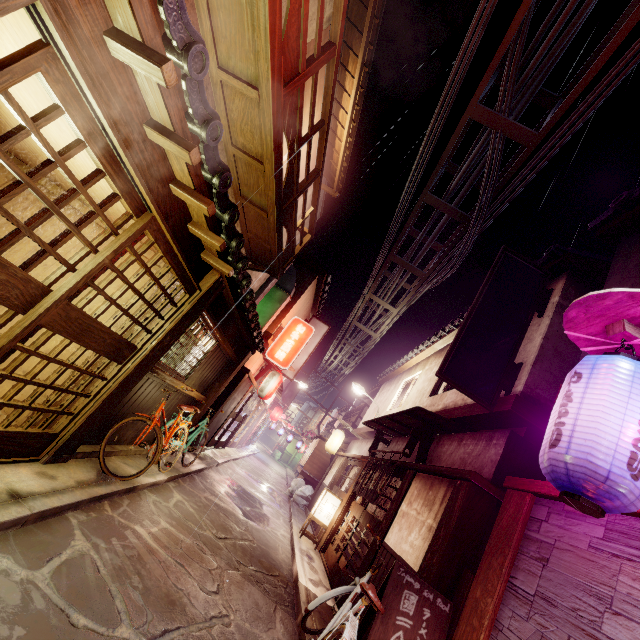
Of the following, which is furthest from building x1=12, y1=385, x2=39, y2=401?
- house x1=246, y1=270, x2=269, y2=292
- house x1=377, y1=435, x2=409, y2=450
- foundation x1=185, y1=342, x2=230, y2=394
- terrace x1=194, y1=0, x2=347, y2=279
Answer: house x1=377, y1=435, x2=409, y2=450

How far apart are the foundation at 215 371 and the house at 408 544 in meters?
9.1 m

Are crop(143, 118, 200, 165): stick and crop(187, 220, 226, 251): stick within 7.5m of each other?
yes

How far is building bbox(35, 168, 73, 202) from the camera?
8.7 meters

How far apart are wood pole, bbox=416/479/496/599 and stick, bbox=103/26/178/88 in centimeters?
1006cm

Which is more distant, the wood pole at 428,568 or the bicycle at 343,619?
the wood pole at 428,568

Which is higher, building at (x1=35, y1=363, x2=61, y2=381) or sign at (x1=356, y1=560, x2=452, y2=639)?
sign at (x1=356, y1=560, x2=452, y2=639)

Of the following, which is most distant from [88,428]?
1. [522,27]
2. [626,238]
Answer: [626,238]
